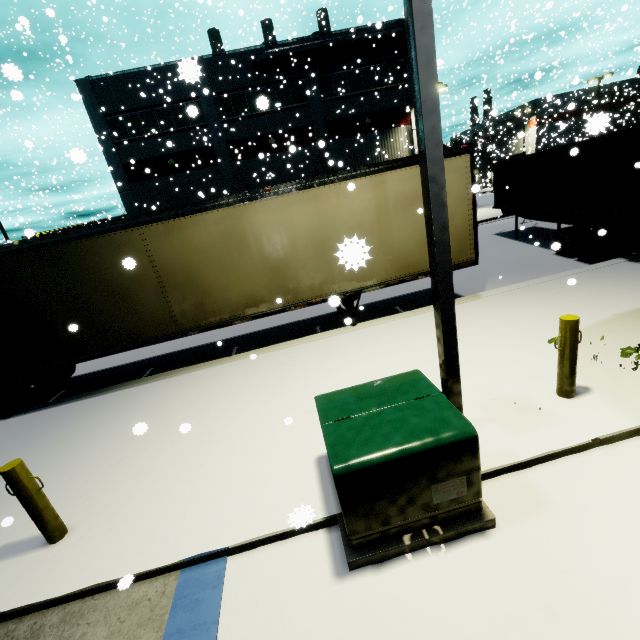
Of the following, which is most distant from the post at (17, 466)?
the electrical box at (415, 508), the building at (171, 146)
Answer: the electrical box at (415, 508)

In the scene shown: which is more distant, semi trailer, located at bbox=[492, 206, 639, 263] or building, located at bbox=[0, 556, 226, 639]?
semi trailer, located at bbox=[492, 206, 639, 263]

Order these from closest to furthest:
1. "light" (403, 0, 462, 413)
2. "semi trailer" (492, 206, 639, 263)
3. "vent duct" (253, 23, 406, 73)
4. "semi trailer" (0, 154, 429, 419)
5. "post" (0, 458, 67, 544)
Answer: "light" (403, 0, 462, 413) < "post" (0, 458, 67, 544) < "semi trailer" (0, 154, 429, 419) < "semi trailer" (492, 206, 639, 263) < "vent duct" (253, 23, 406, 73)

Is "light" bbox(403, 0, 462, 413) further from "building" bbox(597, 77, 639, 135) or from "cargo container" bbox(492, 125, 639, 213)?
"cargo container" bbox(492, 125, 639, 213)

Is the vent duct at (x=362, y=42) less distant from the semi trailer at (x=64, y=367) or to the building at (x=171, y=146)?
the building at (x=171, y=146)

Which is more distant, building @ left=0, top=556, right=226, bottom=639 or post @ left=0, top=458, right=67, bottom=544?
post @ left=0, top=458, right=67, bottom=544

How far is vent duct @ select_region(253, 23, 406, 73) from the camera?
22.72m

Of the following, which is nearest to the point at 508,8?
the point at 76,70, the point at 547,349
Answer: the point at 76,70
